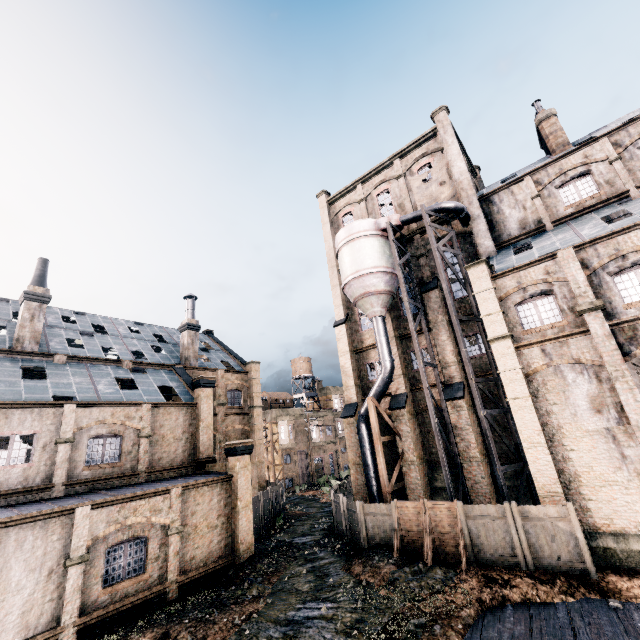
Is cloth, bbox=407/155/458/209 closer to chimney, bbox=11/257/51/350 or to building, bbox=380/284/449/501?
building, bbox=380/284/449/501

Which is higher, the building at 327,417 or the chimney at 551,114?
the chimney at 551,114

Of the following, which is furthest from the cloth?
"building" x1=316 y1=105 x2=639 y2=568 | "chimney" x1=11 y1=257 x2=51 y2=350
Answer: "chimney" x1=11 y1=257 x2=51 y2=350

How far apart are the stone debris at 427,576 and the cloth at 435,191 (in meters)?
24.76

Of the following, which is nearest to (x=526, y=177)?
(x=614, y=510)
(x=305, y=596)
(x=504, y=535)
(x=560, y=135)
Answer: (x=560, y=135)

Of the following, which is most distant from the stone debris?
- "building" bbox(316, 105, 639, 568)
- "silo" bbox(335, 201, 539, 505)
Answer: "building" bbox(316, 105, 639, 568)

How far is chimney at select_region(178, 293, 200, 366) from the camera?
32.09m

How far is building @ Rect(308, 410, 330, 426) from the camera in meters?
55.7
